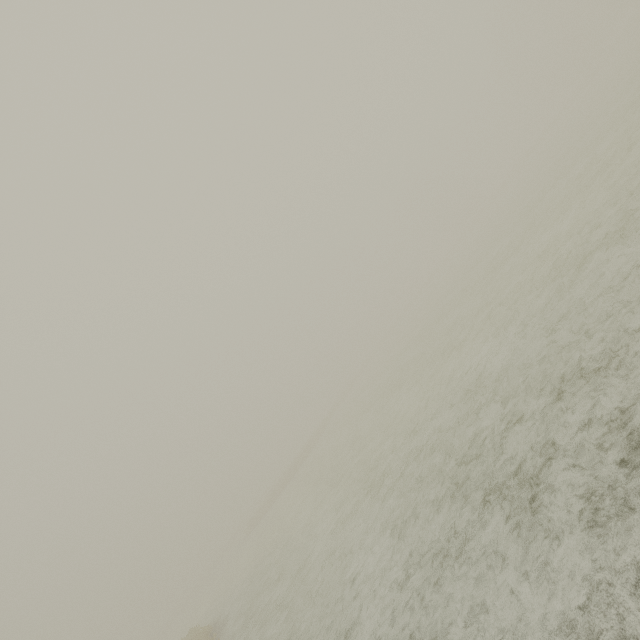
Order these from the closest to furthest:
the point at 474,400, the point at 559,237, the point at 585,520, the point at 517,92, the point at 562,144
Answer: the point at 585,520 < the point at 474,400 < the point at 559,237 < the point at 562,144 < the point at 517,92
